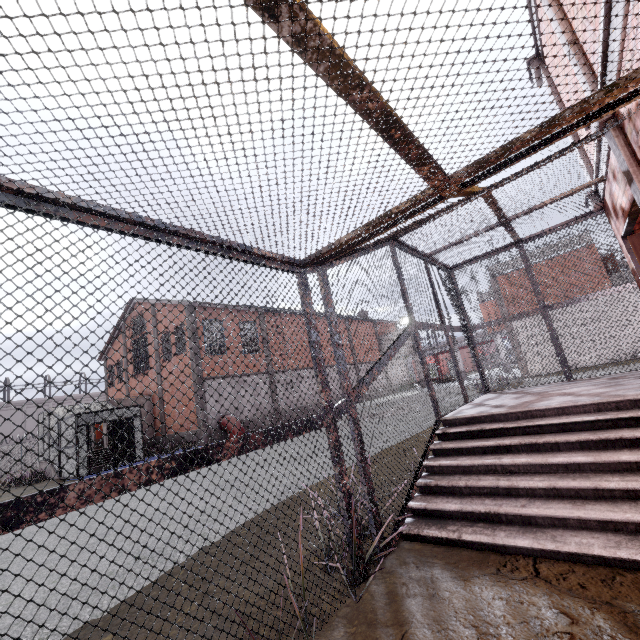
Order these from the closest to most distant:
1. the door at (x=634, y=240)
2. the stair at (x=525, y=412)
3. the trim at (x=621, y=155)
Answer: the stair at (x=525, y=412)
the trim at (x=621, y=155)
the door at (x=634, y=240)

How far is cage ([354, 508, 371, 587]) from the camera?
2.63m

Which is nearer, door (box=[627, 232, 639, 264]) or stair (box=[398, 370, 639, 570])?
stair (box=[398, 370, 639, 570])

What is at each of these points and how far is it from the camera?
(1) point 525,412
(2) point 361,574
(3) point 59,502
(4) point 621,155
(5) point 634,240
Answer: (1) stair, 4.1m
(2) cage, 2.6m
(3) cage, 1.4m
(4) trim, 3.5m
(5) door, 5.3m

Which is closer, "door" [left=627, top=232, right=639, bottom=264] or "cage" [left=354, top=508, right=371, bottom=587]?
"cage" [left=354, top=508, right=371, bottom=587]

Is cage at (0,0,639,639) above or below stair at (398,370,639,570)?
above

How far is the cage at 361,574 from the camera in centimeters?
263cm

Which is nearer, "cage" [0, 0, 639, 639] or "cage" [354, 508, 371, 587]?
"cage" [0, 0, 639, 639]
